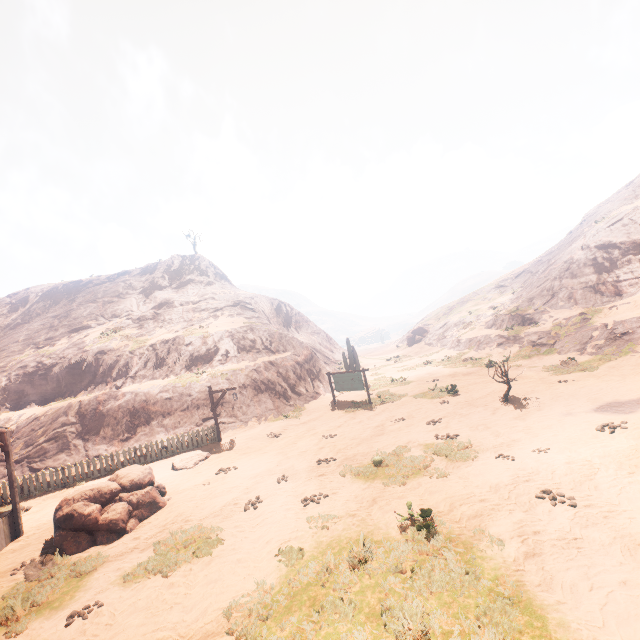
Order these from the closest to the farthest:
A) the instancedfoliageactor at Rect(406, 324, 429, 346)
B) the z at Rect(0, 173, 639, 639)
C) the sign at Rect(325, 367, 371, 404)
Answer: the z at Rect(0, 173, 639, 639), the sign at Rect(325, 367, 371, 404), the instancedfoliageactor at Rect(406, 324, 429, 346)

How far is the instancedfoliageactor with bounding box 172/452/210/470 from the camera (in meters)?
14.38

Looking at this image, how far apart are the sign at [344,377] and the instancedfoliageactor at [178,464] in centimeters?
853cm

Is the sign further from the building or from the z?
the building

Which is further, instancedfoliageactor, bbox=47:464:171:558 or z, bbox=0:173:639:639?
instancedfoliageactor, bbox=47:464:171:558

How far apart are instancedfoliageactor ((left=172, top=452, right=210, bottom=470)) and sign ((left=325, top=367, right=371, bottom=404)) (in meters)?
8.53

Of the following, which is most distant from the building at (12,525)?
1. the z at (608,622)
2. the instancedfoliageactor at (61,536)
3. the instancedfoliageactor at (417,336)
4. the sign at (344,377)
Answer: the instancedfoliageactor at (417,336)

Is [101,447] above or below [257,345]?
below
